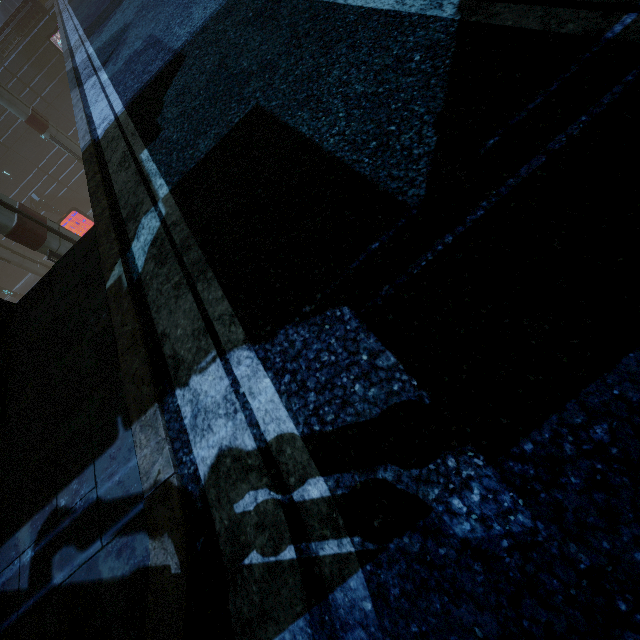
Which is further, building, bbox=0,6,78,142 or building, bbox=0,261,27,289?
building, bbox=0,261,27,289

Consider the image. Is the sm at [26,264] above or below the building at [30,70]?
below

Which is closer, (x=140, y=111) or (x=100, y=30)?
(x=140, y=111)

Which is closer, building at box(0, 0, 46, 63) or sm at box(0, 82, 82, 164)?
sm at box(0, 82, 82, 164)

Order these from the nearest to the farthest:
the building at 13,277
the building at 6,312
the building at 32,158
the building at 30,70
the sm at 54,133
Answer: the building at 6,312
the sm at 54,133
the building at 30,70
the building at 32,158
the building at 13,277

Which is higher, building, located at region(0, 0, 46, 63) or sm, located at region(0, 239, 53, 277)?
building, located at region(0, 0, 46, 63)

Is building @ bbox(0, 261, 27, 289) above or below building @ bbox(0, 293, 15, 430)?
below

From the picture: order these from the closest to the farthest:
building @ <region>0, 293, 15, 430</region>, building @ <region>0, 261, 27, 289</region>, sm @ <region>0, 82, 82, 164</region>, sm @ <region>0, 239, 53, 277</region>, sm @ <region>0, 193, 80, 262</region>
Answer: building @ <region>0, 293, 15, 430</region>
sm @ <region>0, 193, 80, 262</region>
sm @ <region>0, 82, 82, 164</region>
sm @ <region>0, 239, 53, 277</region>
building @ <region>0, 261, 27, 289</region>
